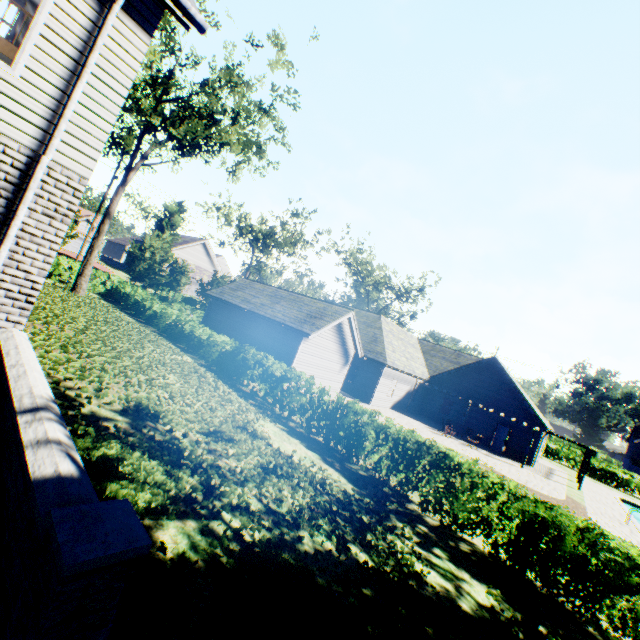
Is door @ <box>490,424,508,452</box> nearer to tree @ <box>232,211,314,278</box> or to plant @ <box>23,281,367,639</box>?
plant @ <box>23,281,367,639</box>

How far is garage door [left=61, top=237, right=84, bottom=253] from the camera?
54.0m

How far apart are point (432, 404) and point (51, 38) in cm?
3337

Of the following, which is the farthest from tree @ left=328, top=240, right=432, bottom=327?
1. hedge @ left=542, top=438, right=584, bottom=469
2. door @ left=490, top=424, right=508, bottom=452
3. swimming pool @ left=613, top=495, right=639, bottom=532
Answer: door @ left=490, top=424, right=508, bottom=452

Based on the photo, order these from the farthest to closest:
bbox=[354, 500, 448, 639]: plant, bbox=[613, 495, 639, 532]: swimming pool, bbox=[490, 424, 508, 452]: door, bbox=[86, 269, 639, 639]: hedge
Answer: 1. bbox=[490, 424, 508, 452]: door
2. bbox=[613, 495, 639, 532]: swimming pool
3. bbox=[86, 269, 639, 639]: hedge
4. bbox=[354, 500, 448, 639]: plant

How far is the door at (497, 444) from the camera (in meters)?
26.95

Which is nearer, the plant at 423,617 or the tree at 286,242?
the plant at 423,617

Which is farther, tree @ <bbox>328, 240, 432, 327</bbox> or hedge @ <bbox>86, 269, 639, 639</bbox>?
tree @ <bbox>328, 240, 432, 327</bbox>
